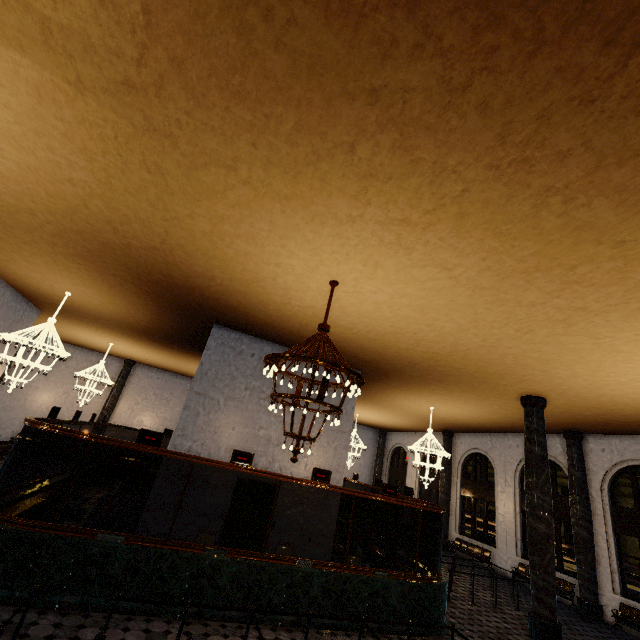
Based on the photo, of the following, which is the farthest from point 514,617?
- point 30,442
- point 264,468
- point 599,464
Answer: point 30,442
